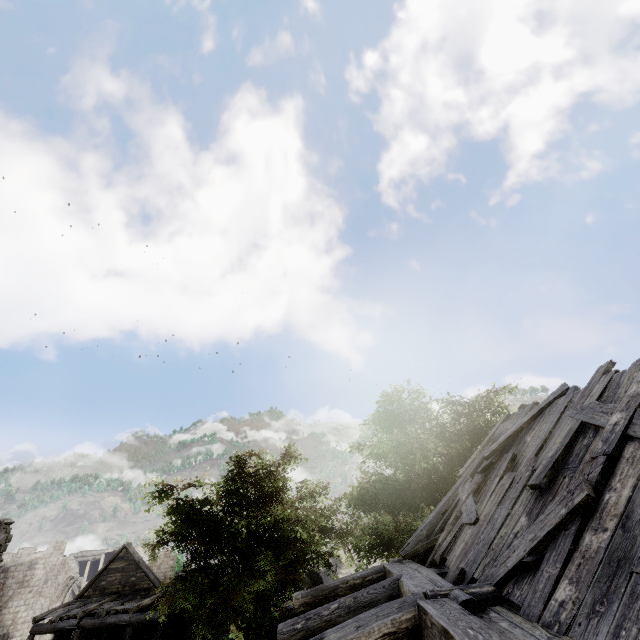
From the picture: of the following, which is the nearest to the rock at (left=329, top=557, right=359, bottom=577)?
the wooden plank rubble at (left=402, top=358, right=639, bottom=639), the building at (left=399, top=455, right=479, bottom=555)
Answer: the building at (left=399, top=455, right=479, bottom=555)

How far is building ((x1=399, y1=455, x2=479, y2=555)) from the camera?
8.02m

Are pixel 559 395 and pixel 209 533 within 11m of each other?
no

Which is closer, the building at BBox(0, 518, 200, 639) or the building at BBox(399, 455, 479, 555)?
the building at BBox(399, 455, 479, 555)

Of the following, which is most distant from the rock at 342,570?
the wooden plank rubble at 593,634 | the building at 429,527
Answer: the wooden plank rubble at 593,634

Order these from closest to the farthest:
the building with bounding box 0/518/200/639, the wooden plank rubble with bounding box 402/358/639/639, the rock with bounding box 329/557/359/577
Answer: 1. the wooden plank rubble with bounding box 402/358/639/639
2. the building with bounding box 0/518/200/639
3. the rock with bounding box 329/557/359/577

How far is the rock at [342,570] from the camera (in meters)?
34.84

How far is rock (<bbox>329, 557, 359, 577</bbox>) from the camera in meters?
34.8
